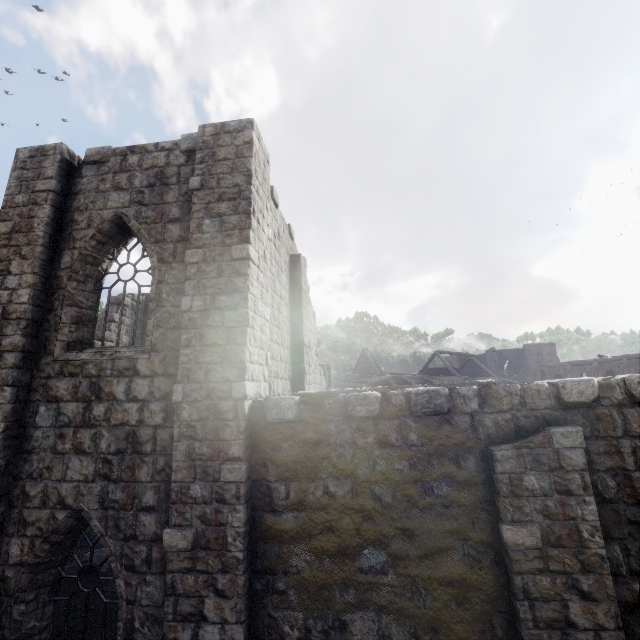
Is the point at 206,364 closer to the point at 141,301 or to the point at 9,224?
the point at 9,224
